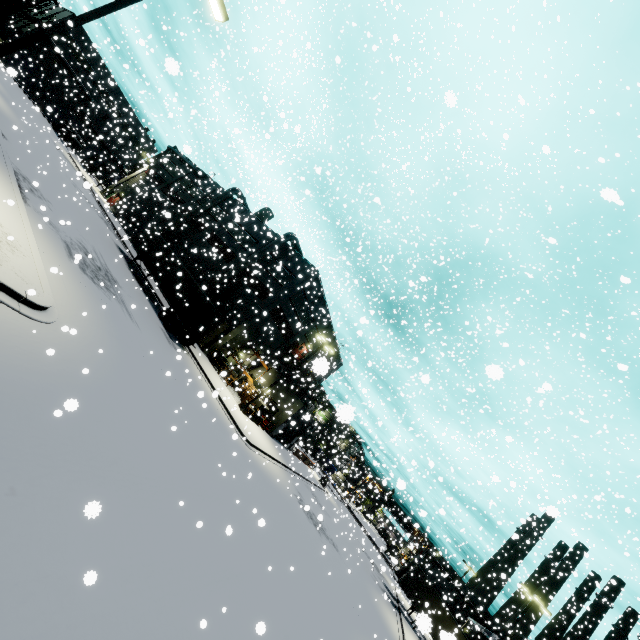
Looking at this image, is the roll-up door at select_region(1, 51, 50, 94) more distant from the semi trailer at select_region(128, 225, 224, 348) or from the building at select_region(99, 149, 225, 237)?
the semi trailer at select_region(128, 225, 224, 348)

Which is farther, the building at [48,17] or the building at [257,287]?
the building at [48,17]

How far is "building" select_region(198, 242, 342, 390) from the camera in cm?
3288

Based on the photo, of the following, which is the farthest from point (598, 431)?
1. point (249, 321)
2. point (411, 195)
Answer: point (249, 321)

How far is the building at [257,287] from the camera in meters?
32.9 m

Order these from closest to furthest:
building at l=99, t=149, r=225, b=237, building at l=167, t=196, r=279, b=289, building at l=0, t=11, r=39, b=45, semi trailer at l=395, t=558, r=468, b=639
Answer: semi trailer at l=395, t=558, r=468, b=639 → building at l=167, t=196, r=279, b=289 → building at l=99, t=149, r=225, b=237 → building at l=0, t=11, r=39, b=45

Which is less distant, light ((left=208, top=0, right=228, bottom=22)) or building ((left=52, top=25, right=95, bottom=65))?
light ((left=208, top=0, right=228, bottom=22))
